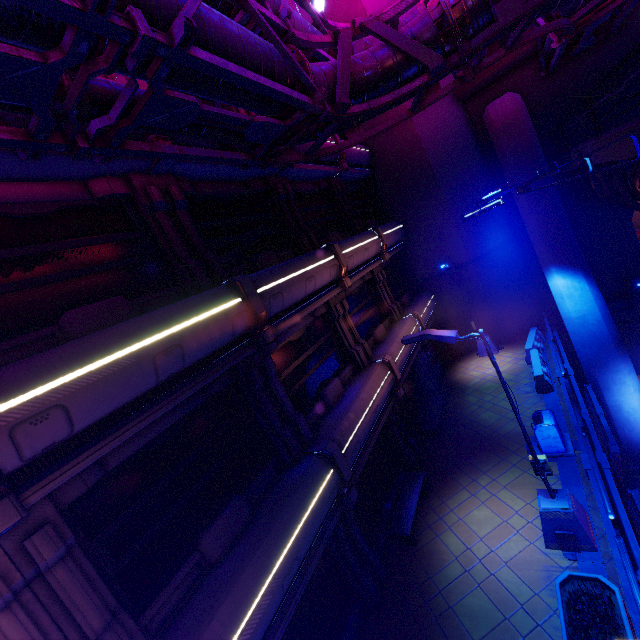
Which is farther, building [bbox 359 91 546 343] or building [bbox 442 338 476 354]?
building [bbox 442 338 476 354]

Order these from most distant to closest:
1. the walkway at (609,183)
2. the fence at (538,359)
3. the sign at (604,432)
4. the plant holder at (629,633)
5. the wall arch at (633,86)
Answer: the wall arch at (633,86) → the fence at (538,359) → the sign at (604,432) → the walkway at (609,183) → the plant holder at (629,633)

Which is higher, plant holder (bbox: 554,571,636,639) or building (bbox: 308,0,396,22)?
building (bbox: 308,0,396,22)

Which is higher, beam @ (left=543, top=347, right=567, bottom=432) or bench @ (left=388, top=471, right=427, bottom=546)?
bench @ (left=388, top=471, right=427, bottom=546)

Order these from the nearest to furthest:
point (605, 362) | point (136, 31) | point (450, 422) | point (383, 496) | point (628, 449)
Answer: point (136, 31) → point (383, 496) → point (605, 362) → point (628, 449) → point (450, 422)

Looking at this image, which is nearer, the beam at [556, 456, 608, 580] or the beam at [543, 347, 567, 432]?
the beam at [556, 456, 608, 580]

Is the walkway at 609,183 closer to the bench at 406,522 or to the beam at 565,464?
the beam at 565,464

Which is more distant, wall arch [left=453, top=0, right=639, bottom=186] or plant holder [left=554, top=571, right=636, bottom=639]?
wall arch [left=453, top=0, right=639, bottom=186]
